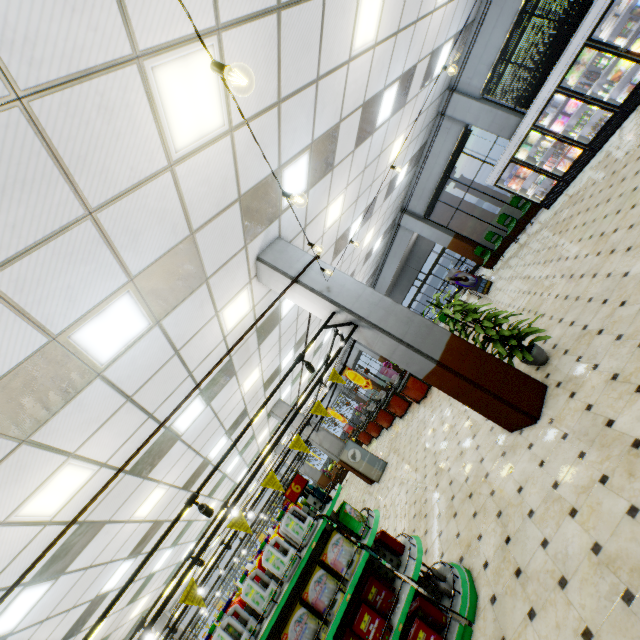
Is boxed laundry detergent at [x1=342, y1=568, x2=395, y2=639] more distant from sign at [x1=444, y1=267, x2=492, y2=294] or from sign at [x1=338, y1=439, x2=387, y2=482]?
sign at [x1=444, y1=267, x2=492, y2=294]

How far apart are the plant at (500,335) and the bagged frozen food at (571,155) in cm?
792

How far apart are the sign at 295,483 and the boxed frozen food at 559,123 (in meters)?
11.79

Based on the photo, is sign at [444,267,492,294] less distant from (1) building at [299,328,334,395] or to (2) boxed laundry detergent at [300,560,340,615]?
(1) building at [299,328,334,395]

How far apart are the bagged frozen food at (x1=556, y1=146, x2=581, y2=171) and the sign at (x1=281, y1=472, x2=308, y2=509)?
11.87m

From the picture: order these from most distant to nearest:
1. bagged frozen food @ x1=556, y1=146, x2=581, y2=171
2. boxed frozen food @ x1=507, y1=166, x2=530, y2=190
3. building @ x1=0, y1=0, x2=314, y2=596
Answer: Answer: boxed frozen food @ x1=507, y1=166, x2=530, y2=190 → bagged frozen food @ x1=556, y1=146, x2=581, y2=171 → building @ x1=0, y1=0, x2=314, y2=596

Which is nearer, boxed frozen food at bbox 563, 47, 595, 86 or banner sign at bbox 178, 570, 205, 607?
banner sign at bbox 178, 570, 205, 607

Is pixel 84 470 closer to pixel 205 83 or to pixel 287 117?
pixel 205 83
